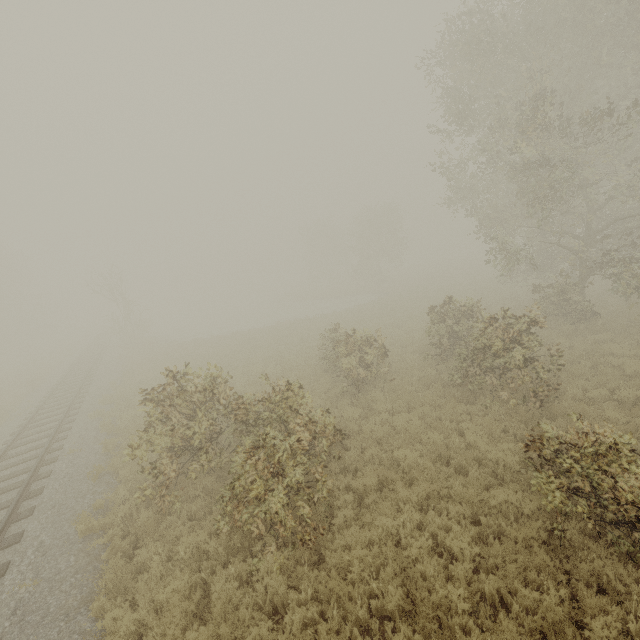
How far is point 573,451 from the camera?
5.30m

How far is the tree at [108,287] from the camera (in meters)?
32.65

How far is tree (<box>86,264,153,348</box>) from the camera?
32.7m
